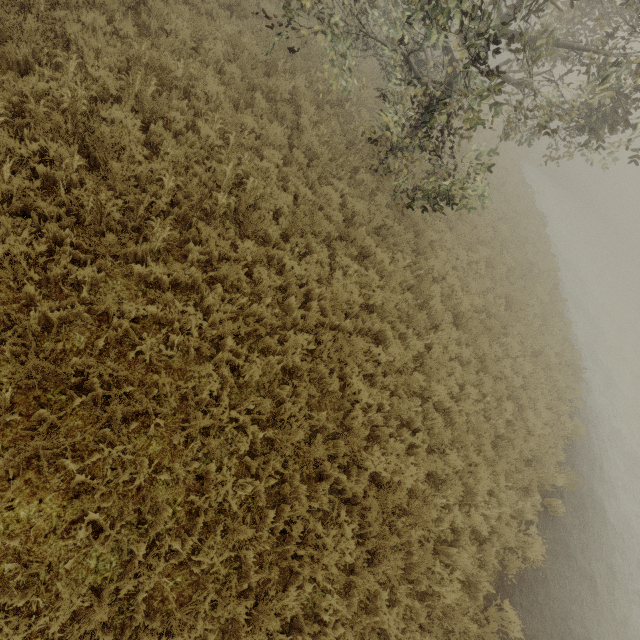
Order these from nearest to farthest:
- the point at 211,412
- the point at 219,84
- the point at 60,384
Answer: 1. the point at 60,384
2. the point at 211,412
3. the point at 219,84
